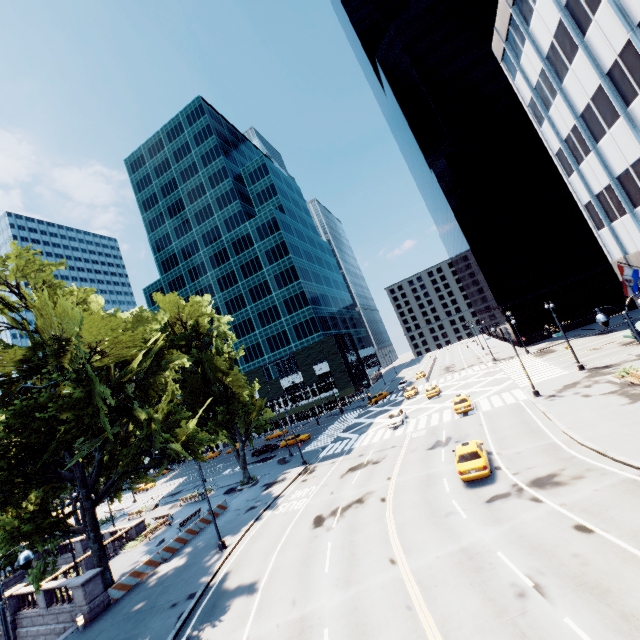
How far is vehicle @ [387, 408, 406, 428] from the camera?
37.7 meters

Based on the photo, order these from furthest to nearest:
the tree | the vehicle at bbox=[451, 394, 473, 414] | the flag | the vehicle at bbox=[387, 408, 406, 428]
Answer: the vehicle at bbox=[387, 408, 406, 428]
the vehicle at bbox=[451, 394, 473, 414]
the flag
the tree

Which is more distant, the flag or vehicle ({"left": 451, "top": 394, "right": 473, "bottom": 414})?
vehicle ({"left": 451, "top": 394, "right": 473, "bottom": 414})

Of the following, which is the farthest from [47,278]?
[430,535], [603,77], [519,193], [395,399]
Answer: [519,193]

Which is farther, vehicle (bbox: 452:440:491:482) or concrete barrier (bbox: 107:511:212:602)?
concrete barrier (bbox: 107:511:212:602)

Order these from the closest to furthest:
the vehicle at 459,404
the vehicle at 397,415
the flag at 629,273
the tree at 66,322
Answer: the tree at 66,322
the flag at 629,273
the vehicle at 459,404
the vehicle at 397,415

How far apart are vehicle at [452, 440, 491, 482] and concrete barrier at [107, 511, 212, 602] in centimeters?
2306cm

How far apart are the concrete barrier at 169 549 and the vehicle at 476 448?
23.06m
